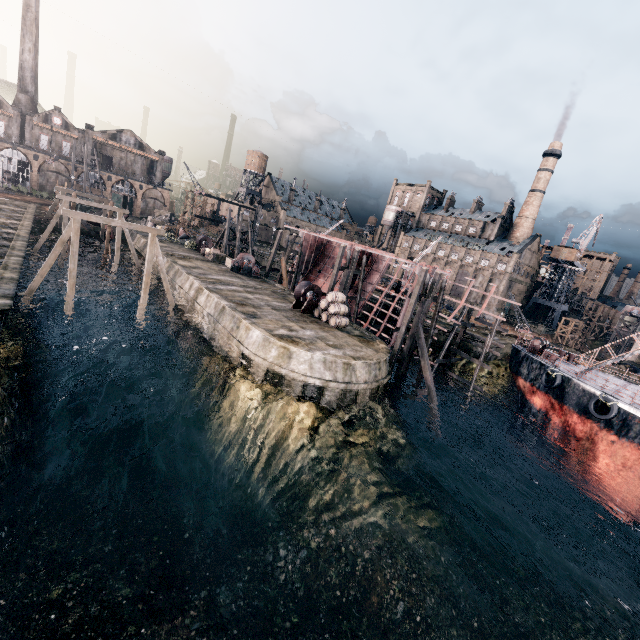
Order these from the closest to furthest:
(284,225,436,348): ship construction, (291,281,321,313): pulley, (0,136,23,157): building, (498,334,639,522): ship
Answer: (498,334,639,522): ship, (291,281,321,313): pulley, (284,225,436,348): ship construction, (0,136,23,157): building

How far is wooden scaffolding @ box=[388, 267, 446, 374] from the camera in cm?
2397

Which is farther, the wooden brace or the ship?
the wooden brace

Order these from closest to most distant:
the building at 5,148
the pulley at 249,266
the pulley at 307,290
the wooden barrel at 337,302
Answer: the wooden barrel at 337,302
the pulley at 307,290
the pulley at 249,266
the building at 5,148

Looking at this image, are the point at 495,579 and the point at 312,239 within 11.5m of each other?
no

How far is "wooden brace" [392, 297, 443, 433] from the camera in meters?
23.6

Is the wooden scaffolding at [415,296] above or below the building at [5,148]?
below

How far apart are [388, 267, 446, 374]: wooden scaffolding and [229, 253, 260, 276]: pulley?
21.15m
